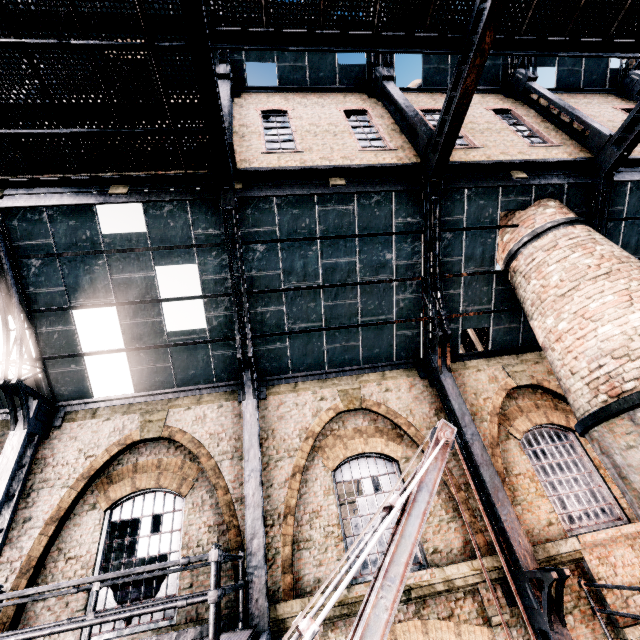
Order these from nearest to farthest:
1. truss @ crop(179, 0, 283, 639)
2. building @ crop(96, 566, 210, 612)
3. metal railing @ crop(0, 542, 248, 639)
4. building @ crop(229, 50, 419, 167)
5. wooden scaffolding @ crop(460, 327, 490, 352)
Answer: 1. metal railing @ crop(0, 542, 248, 639)
2. truss @ crop(179, 0, 283, 639)
3. building @ crop(96, 566, 210, 612)
4. building @ crop(229, 50, 419, 167)
5. wooden scaffolding @ crop(460, 327, 490, 352)

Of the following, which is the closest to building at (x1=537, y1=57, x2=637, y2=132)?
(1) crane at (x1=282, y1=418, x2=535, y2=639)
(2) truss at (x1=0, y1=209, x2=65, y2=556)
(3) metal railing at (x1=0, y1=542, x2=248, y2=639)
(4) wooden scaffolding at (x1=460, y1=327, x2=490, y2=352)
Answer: (2) truss at (x1=0, y1=209, x2=65, y2=556)

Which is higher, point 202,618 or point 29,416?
point 29,416

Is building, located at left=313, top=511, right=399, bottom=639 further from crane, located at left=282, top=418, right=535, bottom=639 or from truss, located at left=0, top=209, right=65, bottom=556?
crane, located at left=282, top=418, right=535, bottom=639

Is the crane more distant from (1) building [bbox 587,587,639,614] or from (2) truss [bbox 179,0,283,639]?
(1) building [bbox 587,587,639,614]

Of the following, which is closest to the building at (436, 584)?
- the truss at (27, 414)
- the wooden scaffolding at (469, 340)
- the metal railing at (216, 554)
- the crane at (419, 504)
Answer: the truss at (27, 414)

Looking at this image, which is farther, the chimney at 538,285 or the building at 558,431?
the building at 558,431
